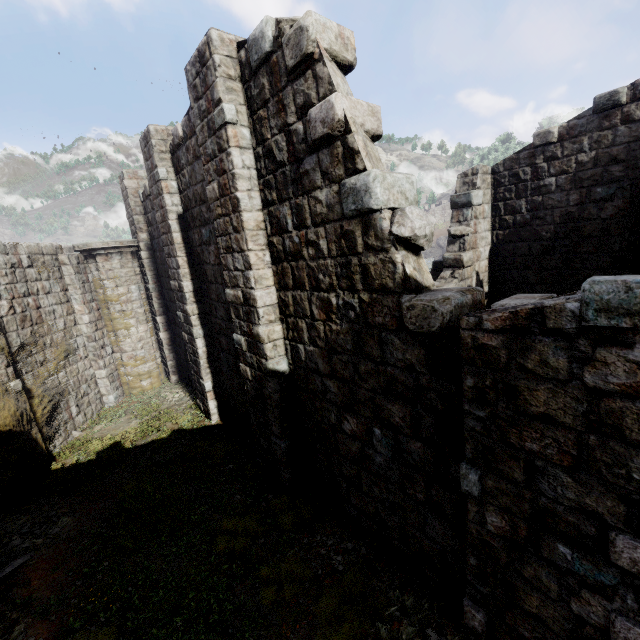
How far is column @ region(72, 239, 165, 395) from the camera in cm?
1212

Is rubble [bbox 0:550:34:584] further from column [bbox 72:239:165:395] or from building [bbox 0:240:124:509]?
column [bbox 72:239:165:395]

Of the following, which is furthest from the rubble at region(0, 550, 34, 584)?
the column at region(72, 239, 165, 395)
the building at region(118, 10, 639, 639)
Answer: the column at region(72, 239, 165, 395)

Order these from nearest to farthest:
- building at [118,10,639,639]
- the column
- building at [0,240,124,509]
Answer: building at [118,10,639,639], building at [0,240,124,509], the column

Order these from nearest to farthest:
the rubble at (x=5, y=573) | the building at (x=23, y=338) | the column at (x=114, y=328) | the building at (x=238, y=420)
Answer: the building at (x=238, y=420) < the rubble at (x=5, y=573) < the building at (x=23, y=338) < the column at (x=114, y=328)

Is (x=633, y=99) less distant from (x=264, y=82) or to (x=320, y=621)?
(x=264, y=82)

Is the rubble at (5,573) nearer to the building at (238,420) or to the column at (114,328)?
the building at (238,420)
